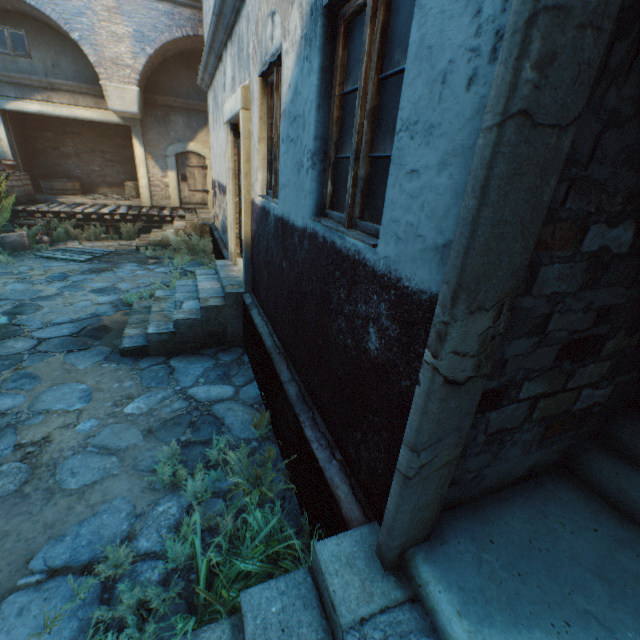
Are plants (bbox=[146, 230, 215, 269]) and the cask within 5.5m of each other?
no

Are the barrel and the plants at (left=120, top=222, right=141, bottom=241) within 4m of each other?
yes

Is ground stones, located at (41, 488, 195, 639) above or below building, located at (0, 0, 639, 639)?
below

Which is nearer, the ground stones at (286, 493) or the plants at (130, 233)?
the ground stones at (286, 493)

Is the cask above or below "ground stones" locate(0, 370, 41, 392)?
above

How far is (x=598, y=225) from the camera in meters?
1.3 m

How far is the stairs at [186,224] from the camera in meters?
→ 10.7

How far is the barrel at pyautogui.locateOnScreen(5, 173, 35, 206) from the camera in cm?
1058
